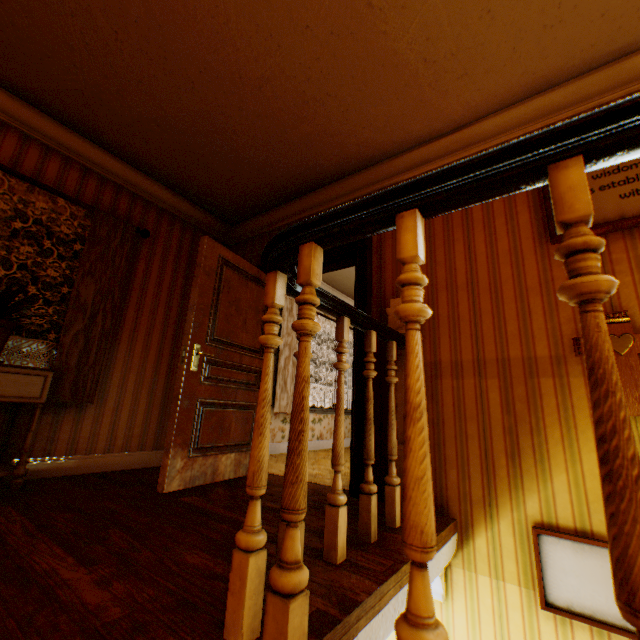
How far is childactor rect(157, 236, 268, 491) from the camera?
2.70m

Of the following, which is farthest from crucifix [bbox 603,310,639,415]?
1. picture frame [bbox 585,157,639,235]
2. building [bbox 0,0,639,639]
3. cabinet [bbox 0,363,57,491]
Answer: cabinet [bbox 0,363,57,491]

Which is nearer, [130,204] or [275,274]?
[275,274]

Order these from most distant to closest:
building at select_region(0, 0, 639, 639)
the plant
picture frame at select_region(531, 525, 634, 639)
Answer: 1. the plant
2. picture frame at select_region(531, 525, 634, 639)
3. building at select_region(0, 0, 639, 639)

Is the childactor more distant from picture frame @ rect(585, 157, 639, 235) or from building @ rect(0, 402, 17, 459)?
picture frame @ rect(585, 157, 639, 235)

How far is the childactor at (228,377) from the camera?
2.70m

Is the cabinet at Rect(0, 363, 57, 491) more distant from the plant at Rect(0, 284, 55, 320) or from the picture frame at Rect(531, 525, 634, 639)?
the picture frame at Rect(531, 525, 634, 639)

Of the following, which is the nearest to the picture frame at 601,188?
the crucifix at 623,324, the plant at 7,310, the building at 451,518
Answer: the building at 451,518
